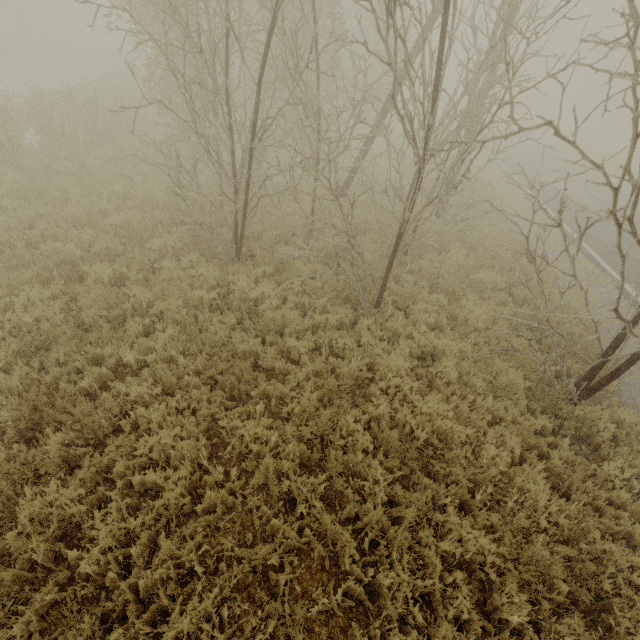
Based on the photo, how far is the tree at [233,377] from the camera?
4.92m

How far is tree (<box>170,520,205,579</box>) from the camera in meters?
3.3 m

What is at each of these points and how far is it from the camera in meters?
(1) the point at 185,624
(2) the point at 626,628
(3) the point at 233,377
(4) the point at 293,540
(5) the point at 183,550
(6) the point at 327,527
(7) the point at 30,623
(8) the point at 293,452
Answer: (1) tree, 2.8
(2) tree, 3.4
(3) tree, 4.9
(4) tree, 3.6
(5) tree, 3.3
(6) tree, 3.8
(7) tree, 2.9
(8) tree, 4.2

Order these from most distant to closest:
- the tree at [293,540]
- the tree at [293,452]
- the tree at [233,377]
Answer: the tree at [233,377], the tree at [293,452], the tree at [293,540]

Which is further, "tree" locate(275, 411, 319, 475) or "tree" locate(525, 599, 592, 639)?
"tree" locate(275, 411, 319, 475)

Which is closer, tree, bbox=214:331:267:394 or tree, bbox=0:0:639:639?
tree, bbox=0:0:639:639

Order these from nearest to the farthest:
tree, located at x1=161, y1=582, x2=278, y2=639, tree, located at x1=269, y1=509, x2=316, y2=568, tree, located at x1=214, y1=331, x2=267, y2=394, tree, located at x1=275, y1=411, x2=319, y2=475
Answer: tree, located at x1=161, y1=582, x2=278, y2=639 → tree, located at x1=269, y1=509, x2=316, y2=568 → tree, located at x1=275, y1=411, x2=319, y2=475 → tree, located at x1=214, y1=331, x2=267, y2=394
